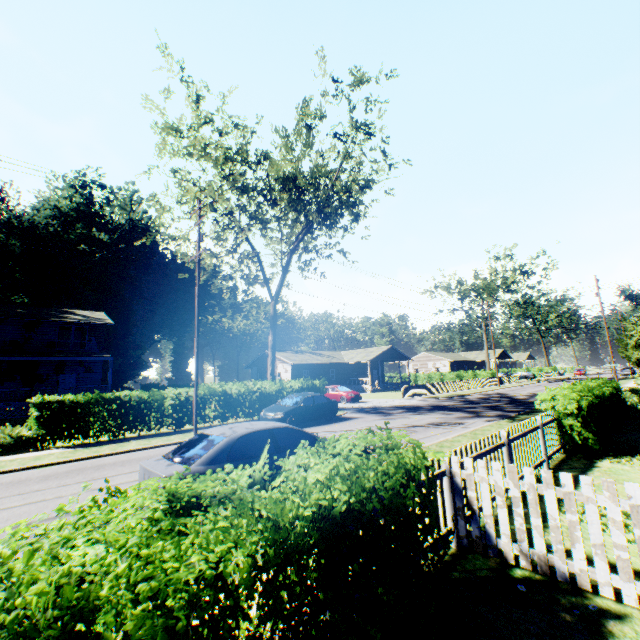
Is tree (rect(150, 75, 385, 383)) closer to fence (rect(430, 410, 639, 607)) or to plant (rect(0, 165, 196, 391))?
fence (rect(430, 410, 639, 607))

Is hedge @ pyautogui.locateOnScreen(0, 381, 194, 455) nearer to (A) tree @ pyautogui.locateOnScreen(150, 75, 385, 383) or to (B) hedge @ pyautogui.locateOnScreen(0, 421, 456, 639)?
(A) tree @ pyautogui.locateOnScreen(150, 75, 385, 383)

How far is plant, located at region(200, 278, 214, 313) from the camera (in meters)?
52.12

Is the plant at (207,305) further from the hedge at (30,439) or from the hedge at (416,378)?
the hedge at (416,378)

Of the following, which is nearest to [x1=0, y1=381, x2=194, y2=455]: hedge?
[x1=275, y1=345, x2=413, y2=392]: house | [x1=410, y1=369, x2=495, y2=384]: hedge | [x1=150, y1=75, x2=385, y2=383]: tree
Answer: [x1=150, y1=75, x2=385, y2=383]: tree

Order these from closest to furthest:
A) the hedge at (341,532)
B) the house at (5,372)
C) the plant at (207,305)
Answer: the hedge at (341,532), the house at (5,372), the plant at (207,305)

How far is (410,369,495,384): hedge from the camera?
49.41m

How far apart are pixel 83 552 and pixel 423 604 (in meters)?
2.70
